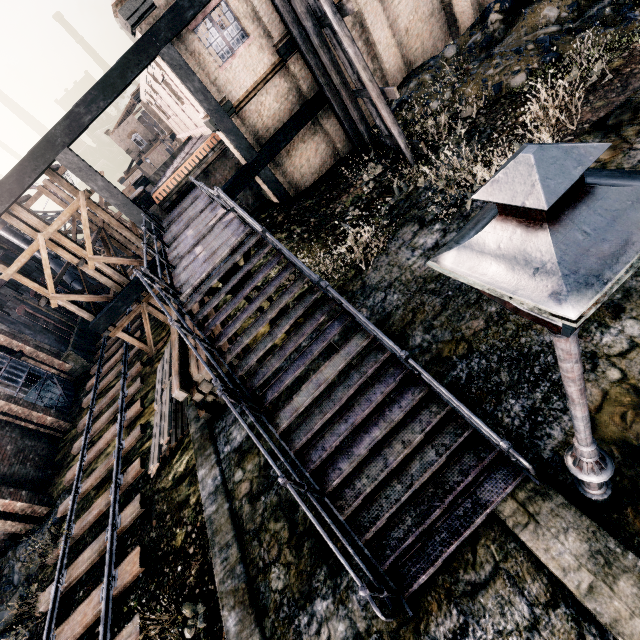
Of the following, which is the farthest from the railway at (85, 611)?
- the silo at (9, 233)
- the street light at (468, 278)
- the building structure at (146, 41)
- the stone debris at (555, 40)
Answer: the stone debris at (555, 40)

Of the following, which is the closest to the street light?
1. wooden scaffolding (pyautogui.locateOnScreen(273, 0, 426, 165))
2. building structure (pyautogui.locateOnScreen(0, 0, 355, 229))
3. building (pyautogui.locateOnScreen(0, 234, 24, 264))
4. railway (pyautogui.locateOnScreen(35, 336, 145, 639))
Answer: railway (pyautogui.locateOnScreen(35, 336, 145, 639))

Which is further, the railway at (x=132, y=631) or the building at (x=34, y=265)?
the building at (x=34, y=265)

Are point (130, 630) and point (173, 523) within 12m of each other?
yes

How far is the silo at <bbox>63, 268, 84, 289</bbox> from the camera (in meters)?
28.97

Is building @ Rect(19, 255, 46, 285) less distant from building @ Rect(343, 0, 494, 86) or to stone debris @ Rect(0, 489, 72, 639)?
stone debris @ Rect(0, 489, 72, 639)

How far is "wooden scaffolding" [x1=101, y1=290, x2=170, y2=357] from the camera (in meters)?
17.98

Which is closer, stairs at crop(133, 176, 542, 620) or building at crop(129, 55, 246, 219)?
stairs at crop(133, 176, 542, 620)
